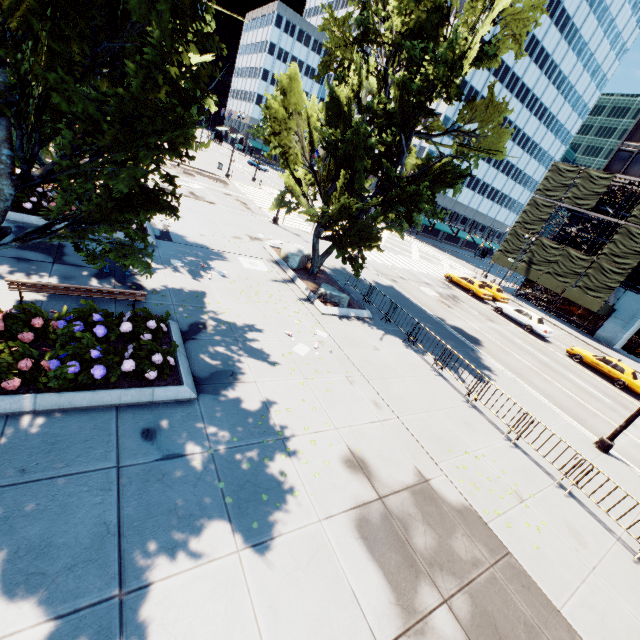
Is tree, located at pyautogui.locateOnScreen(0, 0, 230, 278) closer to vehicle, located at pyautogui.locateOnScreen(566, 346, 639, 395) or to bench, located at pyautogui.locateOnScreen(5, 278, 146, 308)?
bench, located at pyautogui.locateOnScreen(5, 278, 146, 308)

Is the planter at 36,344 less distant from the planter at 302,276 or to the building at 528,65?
the planter at 302,276

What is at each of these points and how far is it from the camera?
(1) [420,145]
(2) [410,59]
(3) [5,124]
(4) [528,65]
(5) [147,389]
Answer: (1) building, 57.9 meters
(2) tree, 13.7 meters
(3) tree, 5.8 meters
(4) building, 56.8 meters
(5) planter, 7.0 meters

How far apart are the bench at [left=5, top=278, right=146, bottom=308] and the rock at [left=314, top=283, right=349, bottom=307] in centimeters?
→ 774cm

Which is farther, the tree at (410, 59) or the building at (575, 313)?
the building at (575, 313)

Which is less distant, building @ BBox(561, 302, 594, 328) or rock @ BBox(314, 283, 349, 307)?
rock @ BBox(314, 283, 349, 307)

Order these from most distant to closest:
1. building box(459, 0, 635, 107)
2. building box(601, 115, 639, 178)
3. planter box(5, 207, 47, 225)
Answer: building box(459, 0, 635, 107)
building box(601, 115, 639, 178)
planter box(5, 207, 47, 225)

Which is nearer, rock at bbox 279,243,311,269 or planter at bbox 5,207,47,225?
planter at bbox 5,207,47,225
